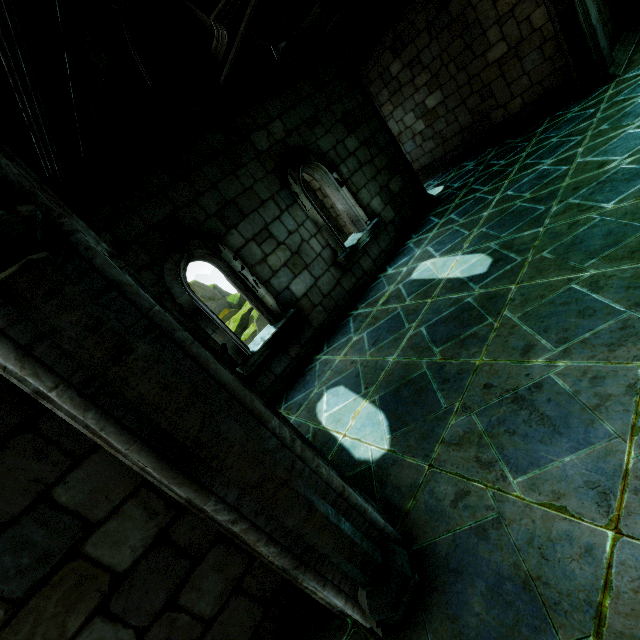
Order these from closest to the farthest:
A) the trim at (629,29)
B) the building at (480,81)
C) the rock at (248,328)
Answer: the building at (480,81)
the trim at (629,29)
the rock at (248,328)

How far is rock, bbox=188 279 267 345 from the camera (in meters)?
15.54

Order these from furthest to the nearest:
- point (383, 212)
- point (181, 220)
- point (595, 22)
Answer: point (383, 212), point (595, 22), point (181, 220)

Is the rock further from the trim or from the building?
the trim

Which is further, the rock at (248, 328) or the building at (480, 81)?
the rock at (248, 328)

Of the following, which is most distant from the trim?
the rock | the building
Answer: the rock
